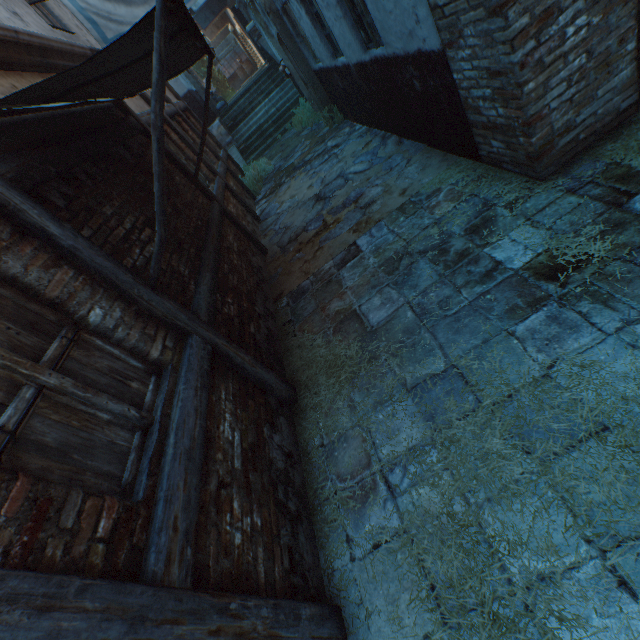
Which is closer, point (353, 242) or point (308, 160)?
point (353, 242)

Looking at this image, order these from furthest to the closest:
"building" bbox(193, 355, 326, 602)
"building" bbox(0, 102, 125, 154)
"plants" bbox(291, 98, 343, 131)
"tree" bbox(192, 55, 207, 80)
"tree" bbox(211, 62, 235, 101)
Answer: "tree" bbox(211, 62, 235, 101)
"tree" bbox(192, 55, 207, 80)
"plants" bbox(291, 98, 343, 131)
"building" bbox(0, 102, 125, 154)
"building" bbox(193, 355, 326, 602)

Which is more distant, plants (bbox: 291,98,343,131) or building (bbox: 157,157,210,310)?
plants (bbox: 291,98,343,131)

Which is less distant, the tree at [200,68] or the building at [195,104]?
the building at [195,104]

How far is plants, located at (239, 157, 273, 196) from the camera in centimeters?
986cm

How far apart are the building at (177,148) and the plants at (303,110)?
5.3 meters

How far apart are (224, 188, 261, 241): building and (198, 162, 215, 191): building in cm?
23

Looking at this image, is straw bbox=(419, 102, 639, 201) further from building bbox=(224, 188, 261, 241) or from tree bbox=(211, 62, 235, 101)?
building bbox=(224, 188, 261, 241)
